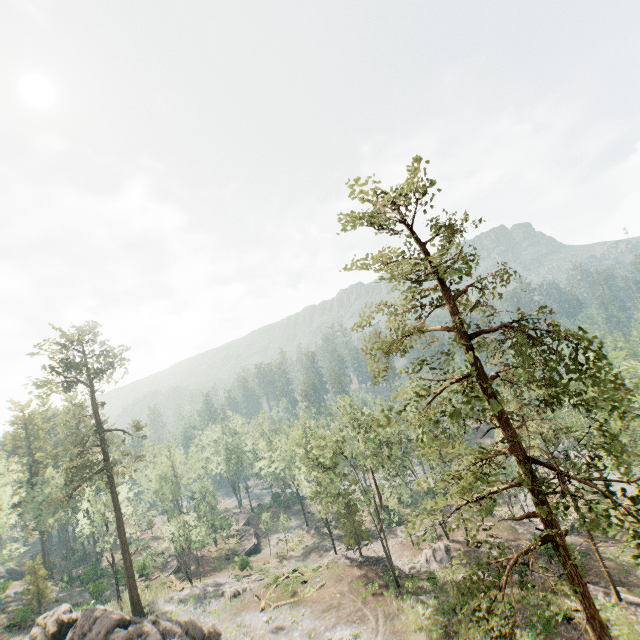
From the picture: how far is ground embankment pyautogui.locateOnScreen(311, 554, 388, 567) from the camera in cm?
3825

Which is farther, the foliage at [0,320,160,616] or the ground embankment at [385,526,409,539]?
the ground embankment at [385,526,409,539]

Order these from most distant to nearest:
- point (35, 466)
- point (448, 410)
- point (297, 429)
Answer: point (35, 466)
point (297, 429)
point (448, 410)

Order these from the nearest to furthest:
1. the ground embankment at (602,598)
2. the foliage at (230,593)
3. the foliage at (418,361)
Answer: the foliage at (418,361)
the ground embankment at (602,598)
the foliage at (230,593)

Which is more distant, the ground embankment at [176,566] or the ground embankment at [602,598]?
the ground embankment at [176,566]

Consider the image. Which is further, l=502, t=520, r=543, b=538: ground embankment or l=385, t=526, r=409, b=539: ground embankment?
l=385, t=526, r=409, b=539: ground embankment

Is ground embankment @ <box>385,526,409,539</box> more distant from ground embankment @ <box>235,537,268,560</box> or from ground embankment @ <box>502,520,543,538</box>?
ground embankment @ <box>502,520,543,538</box>

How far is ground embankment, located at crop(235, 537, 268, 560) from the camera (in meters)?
54.28
